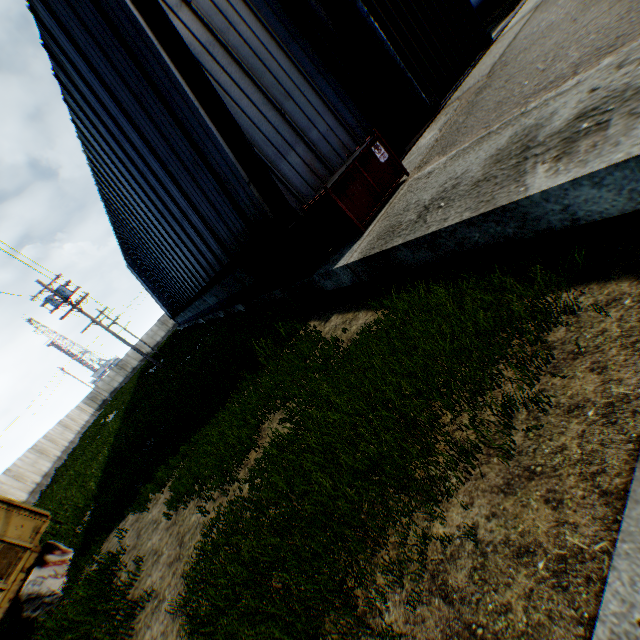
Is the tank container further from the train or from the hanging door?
the train

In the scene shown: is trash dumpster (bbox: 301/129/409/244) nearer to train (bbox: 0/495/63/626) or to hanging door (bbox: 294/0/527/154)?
hanging door (bbox: 294/0/527/154)

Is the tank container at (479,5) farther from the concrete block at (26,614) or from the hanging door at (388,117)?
the concrete block at (26,614)

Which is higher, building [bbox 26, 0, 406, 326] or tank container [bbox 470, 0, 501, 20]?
building [bbox 26, 0, 406, 326]

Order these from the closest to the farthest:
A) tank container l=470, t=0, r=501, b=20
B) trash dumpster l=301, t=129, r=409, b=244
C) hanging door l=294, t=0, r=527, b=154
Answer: trash dumpster l=301, t=129, r=409, b=244 < hanging door l=294, t=0, r=527, b=154 < tank container l=470, t=0, r=501, b=20

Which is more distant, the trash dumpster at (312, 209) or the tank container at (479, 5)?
the tank container at (479, 5)

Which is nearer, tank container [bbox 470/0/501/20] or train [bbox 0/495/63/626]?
train [bbox 0/495/63/626]

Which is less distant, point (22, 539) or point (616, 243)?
point (616, 243)
